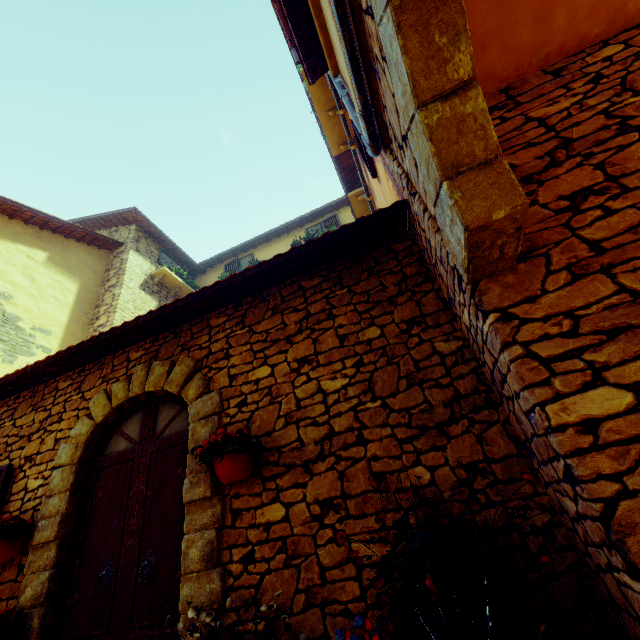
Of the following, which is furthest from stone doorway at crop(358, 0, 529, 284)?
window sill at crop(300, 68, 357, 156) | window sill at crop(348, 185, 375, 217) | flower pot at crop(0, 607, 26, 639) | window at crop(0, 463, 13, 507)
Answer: window at crop(0, 463, 13, 507)

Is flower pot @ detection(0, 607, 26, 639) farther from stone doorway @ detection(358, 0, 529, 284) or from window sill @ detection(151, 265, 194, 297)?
window sill @ detection(151, 265, 194, 297)

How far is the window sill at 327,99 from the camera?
5.2 meters

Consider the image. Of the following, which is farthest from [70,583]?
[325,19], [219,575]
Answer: [325,19]

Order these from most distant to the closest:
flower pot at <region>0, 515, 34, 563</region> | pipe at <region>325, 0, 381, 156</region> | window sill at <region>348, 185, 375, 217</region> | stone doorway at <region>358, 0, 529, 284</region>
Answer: window sill at <region>348, 185, 375, 217</region> < flower pot at <region>0, 515, 34, 563</region> < pipe at <region>325, 0, 381, 156</region> < stone doorway at <region>358, 0, 529, 284</region>

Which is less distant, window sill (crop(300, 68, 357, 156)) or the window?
the window

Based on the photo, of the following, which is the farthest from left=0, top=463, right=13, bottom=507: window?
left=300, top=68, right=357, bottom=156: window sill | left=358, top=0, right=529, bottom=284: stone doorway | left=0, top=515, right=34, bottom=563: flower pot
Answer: left=300, top=68, right=357, bottom=156: window sill

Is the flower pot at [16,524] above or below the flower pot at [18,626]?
above
